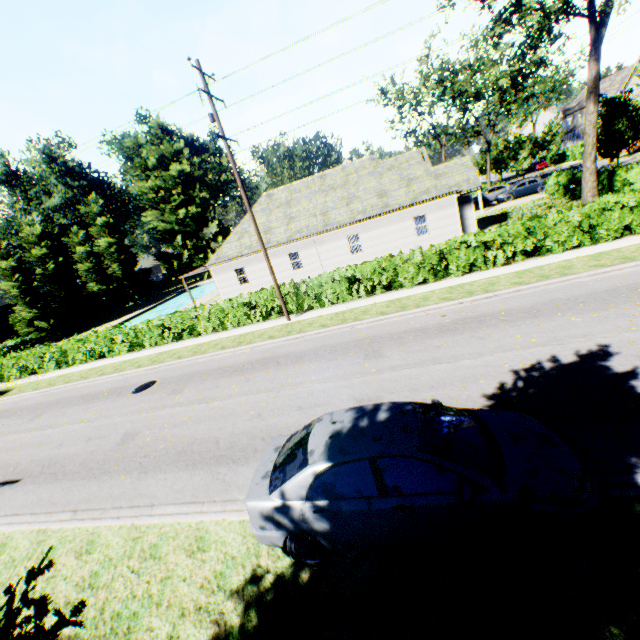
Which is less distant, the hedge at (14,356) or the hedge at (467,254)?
the hedge at (467,254)

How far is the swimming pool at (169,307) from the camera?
37.9m

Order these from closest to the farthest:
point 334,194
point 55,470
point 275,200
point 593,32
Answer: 1. point 55,470
2. point 593,32
3. point 334,194
4. point 275,200

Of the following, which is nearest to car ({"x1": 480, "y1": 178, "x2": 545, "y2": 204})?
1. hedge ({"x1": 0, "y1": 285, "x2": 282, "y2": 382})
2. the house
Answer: hedge ({"x1": 0, "y1": 285, "x2": 282, "y2": 382})

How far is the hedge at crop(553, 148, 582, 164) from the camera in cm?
5047

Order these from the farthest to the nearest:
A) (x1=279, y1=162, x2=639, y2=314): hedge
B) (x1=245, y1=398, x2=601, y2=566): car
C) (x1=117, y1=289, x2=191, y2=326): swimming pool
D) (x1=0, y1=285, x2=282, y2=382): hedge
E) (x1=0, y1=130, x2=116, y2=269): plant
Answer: (x1=0, y1=130, x2=116, y2=269): plant → (x1=117, y1=289, x2=191, y2=326): swimming pool → (x1=0, y1=285, x2=282, y2=382): hedge → (x1=279, y1=162, x2=639, y2=314): hedge → (x1=245, y1=398, x2=601, y2=566): car

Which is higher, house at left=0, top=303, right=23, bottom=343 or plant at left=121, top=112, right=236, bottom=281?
plant at left=121, top=112, right=236, bottom=281

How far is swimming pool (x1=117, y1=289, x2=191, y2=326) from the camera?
37.9 meters
